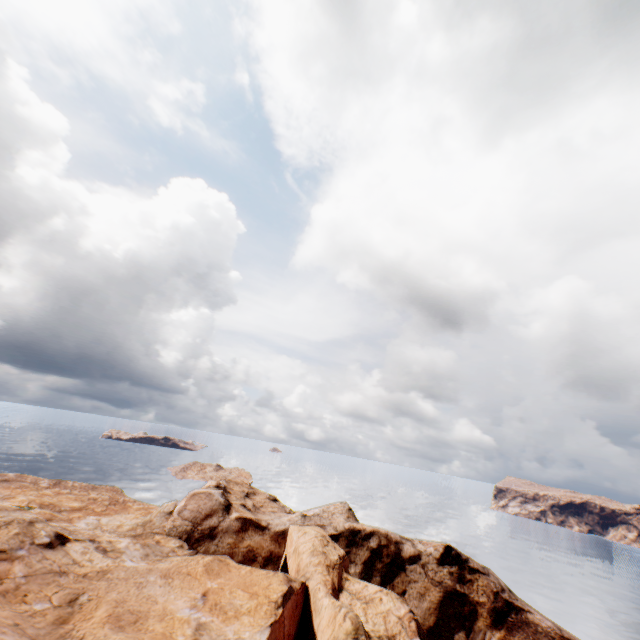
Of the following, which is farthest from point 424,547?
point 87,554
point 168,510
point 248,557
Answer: point 87,554
